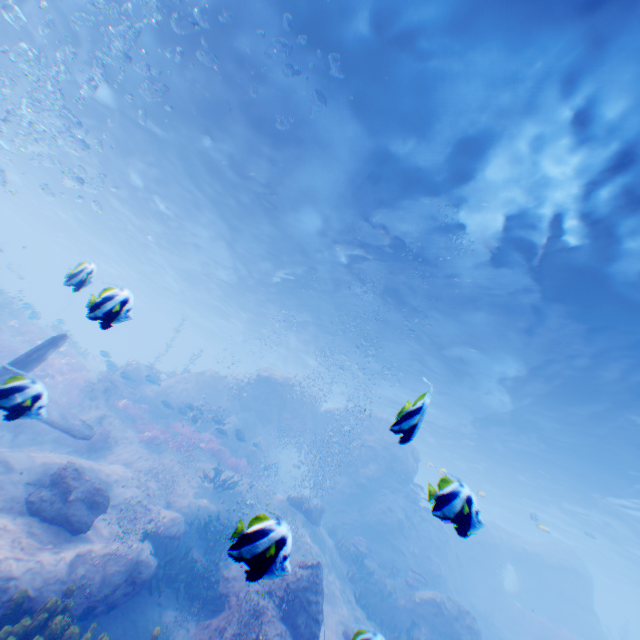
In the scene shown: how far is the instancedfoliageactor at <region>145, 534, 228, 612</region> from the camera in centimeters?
766cm

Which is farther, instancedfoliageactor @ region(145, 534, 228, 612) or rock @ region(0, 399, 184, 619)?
instancedfoliageactor @ region(145, 534, 228, 612)

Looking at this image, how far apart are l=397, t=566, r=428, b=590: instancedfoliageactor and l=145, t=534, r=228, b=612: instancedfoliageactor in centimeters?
1112cm

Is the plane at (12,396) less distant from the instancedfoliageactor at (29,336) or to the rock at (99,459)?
the rock at (99,459)

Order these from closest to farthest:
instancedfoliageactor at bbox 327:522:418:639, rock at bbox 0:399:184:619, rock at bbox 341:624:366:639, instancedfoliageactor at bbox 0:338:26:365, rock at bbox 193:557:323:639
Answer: rock at bbox 341:624:366:639 < rock at bbox 0:399:184:619 < rock at bbox 193:557:323:639 < instancedfoliageactor at bbox 327:522:418:639 < instancedfoliageactor at bbox 0:338:26:365

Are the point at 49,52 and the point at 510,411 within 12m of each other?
no

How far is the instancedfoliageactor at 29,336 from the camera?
19.5 meters

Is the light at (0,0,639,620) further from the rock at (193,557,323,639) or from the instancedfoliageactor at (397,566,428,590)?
the instancedfoliageactor at (397,566,428,590)
